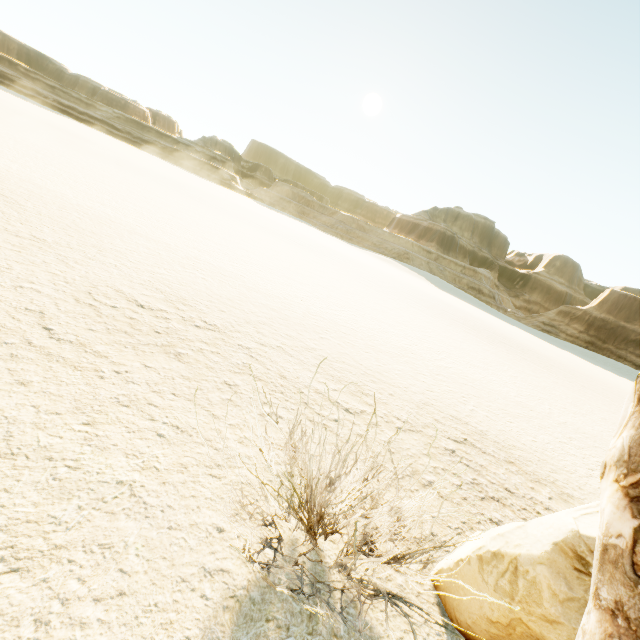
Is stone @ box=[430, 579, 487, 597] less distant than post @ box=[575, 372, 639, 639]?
No

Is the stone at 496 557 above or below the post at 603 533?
below

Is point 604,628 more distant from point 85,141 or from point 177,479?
point 85,141

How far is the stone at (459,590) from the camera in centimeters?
239cm

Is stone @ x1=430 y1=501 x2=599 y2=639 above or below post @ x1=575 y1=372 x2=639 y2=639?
below

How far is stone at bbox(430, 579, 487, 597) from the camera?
2.39m
